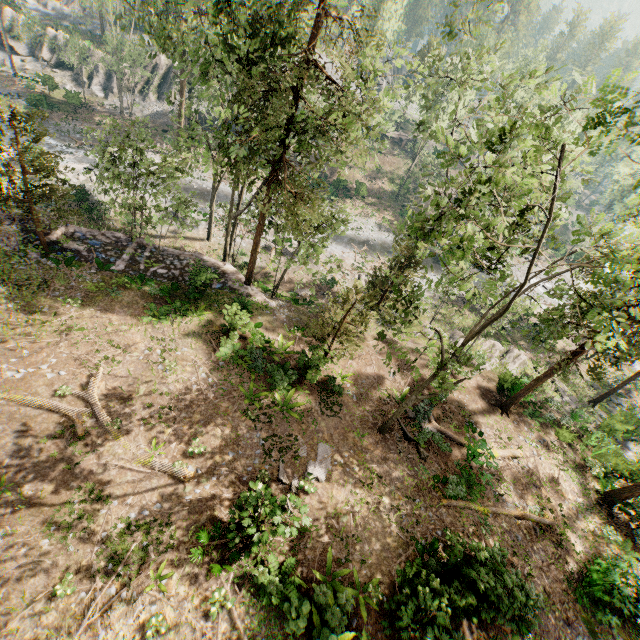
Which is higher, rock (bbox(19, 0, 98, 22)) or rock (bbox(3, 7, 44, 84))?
rock (bbox(19, 0, 98, 22))

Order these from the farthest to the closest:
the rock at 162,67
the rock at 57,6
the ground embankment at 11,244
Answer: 1. the rock at 57,6
2. the rock at 162,67
3. the ground embankment at 11,244

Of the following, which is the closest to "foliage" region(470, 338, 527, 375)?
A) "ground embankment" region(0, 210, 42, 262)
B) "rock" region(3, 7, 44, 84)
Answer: "ground embankment" region(0, 210, 42, 262)

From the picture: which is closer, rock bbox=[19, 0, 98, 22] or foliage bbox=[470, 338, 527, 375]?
foliage bbox=[470, 338, 527, 375]

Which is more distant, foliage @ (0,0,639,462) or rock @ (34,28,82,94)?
rock @ (34,28,82,94)

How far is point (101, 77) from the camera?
44.8m

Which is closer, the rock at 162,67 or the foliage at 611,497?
the foliage at 611,497

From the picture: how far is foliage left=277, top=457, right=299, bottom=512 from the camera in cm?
1156
